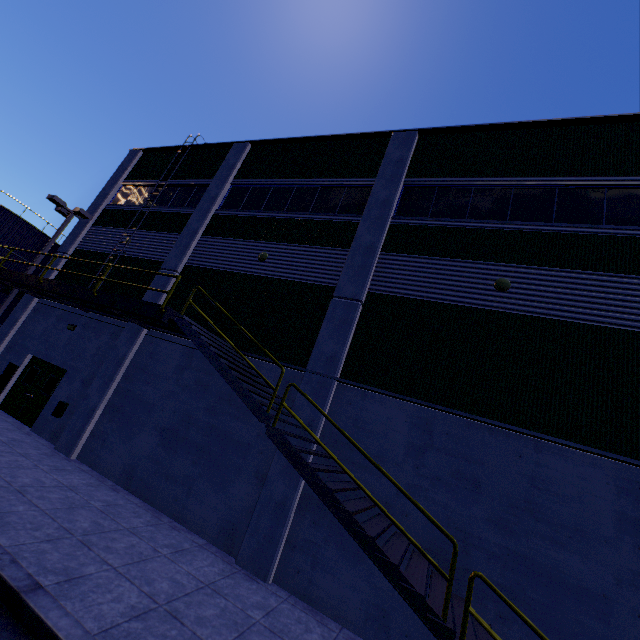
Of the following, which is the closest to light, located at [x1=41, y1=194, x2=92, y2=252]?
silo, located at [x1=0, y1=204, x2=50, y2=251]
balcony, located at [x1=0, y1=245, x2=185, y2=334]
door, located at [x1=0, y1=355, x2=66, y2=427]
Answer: balcony, located at [x1=0, y1=245, x2=185, y2=334]

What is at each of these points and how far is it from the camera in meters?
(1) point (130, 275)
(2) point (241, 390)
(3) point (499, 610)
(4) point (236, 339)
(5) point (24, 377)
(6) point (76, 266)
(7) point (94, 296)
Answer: (1) building, 14.2
(2) metal stair, 6.9
(3) building, 6.1
(4) building, 10.8
(5) door, 13.8
(6) building, 16.0
(7) balcony, 9.4

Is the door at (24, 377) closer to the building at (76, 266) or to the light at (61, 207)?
the building at (76, 266)

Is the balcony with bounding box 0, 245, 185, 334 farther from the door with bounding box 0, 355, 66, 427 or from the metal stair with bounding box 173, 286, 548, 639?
the door with bounding box 0, 355, 66, 427

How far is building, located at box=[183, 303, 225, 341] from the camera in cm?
1125

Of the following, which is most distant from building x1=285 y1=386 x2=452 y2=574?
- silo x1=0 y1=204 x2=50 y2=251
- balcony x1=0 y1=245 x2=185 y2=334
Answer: silo x1=0 y1=204 x2=50 y2=251

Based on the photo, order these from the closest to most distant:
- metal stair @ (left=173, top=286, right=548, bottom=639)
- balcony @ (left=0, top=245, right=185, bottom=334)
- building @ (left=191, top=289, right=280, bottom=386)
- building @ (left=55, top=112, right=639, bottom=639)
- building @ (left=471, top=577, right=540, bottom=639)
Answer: metal stair @ (left=173, top=286, right=548, bottom=639) < building @ (left=471, top=577, right=540, bottom=639) < building @ (left=55, top=112, right=639, bottom=639) < balcony @ (left=0, top=245, right=185, bottom=334) < building @ (left=191, top=289, right=280, bottom=386)

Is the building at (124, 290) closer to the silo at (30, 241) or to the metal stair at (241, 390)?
the metal stair at (241, 390)
